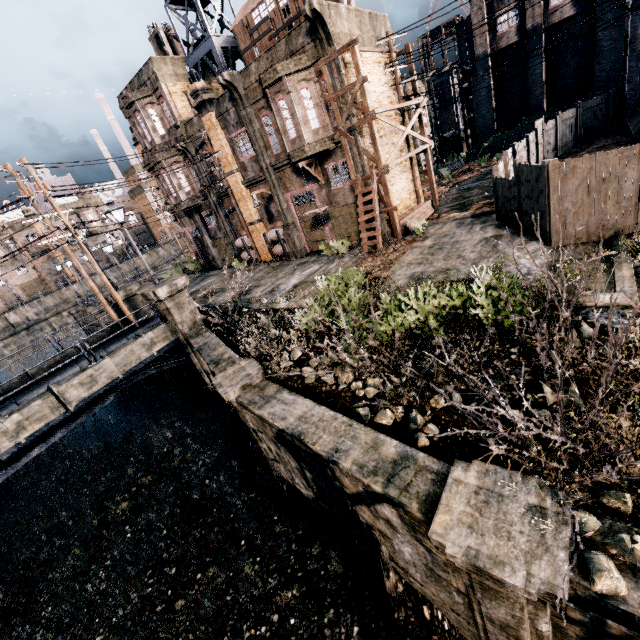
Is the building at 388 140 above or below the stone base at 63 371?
above

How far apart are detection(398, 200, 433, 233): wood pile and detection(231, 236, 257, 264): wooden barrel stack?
13.0 meters

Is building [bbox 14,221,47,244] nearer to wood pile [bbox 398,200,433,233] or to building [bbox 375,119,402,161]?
building [bbox 375,119,402,161]

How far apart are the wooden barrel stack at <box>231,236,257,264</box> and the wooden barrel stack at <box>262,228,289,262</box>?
2.41m

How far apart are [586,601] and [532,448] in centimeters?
178cm

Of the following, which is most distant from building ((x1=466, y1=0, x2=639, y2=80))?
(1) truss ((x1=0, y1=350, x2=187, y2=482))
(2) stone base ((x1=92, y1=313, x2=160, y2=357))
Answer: (1) truss ((x1=0, y1=350, x2=187, y2=482))

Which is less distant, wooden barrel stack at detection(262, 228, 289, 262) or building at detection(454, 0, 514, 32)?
wooden barrel stack at detection(262, 228, 289, 262)

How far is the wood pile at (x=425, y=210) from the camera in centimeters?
1980cm
